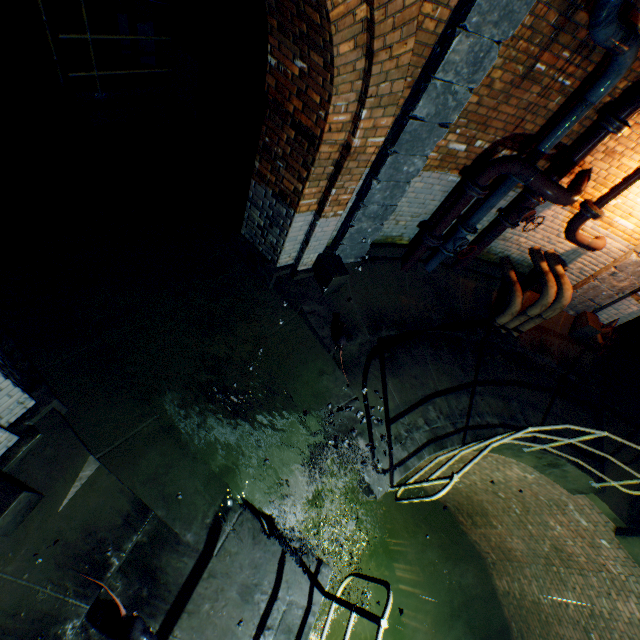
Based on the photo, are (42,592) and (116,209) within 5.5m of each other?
yes

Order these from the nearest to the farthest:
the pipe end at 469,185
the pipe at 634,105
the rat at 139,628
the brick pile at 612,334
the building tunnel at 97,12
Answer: the rat at 139,628, the pipe at 634,105, the pipe end at 469,185, the building tunnel at 97,12, the brick pile at 612,334

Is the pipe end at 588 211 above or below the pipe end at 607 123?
below

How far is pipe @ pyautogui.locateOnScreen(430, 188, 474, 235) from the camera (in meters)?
4.67

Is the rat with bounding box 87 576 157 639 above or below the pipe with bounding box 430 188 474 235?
below

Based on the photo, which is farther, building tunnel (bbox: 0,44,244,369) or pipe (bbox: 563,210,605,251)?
pipe (bbox: 563,210,605,251)

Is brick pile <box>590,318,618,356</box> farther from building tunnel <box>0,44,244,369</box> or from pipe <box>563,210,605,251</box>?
building tunnel <box>0,44,244,369</box>

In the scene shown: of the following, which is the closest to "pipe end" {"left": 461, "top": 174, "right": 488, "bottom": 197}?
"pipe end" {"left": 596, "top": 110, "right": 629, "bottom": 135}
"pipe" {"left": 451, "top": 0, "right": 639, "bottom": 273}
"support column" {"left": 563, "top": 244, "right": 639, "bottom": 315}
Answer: "pipe" {"left": 451, "top": 0, "right": 639, "bottom": 273}
